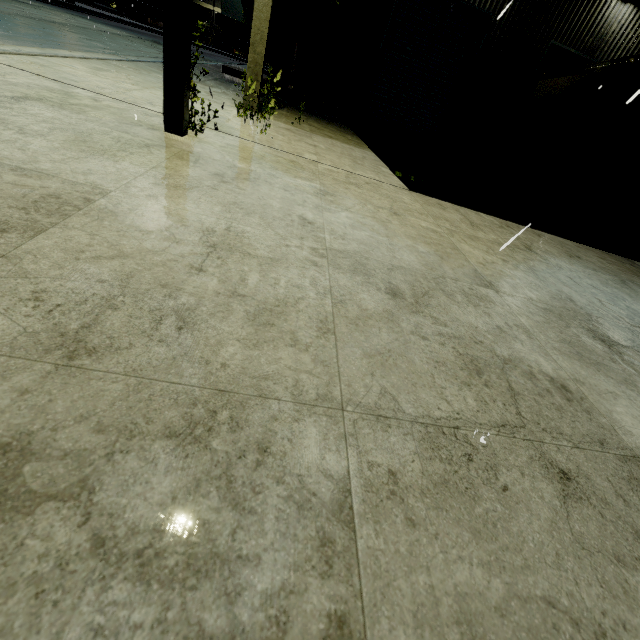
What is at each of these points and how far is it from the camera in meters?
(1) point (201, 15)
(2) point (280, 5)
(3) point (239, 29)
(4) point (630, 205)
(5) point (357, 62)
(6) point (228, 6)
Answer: (1) coal car, 48.0 m
(2) tree, 9.1 m
(3) coal car, 51.4 m
(4) semi trailer, 8.6 m
(5) building, 10.1 m
(6) building, 59.3 m

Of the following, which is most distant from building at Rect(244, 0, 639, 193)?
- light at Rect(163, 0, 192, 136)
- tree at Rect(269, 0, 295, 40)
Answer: light at Rect(163, 0, 192, 136)

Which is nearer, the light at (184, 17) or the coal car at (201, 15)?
the light at (184, 17)

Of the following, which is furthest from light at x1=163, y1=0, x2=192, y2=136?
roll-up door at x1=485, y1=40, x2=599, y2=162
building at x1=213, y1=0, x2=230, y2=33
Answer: roll-up door at x1=485, y1=40, x2=599, y2=162

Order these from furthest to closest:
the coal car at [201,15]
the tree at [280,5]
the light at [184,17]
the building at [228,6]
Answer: the building at [228,6] < the coal car at [201,15] < the tree at [280,5] < the light at [184,17]

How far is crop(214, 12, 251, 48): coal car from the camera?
50.1m

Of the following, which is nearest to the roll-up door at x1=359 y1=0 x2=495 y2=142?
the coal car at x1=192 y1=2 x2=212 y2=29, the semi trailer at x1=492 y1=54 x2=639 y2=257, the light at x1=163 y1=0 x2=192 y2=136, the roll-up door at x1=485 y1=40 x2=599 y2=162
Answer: the semi trailer at x1=492 y1=54 x2=639 y2=257

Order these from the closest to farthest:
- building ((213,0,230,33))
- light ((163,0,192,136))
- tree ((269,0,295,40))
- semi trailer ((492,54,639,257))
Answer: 1. light ((163,0,192,136))
2. semi trailer ((492,54,639,257))
3. tree ((269,0,295,40))
4. building ((213,0,230,33))
